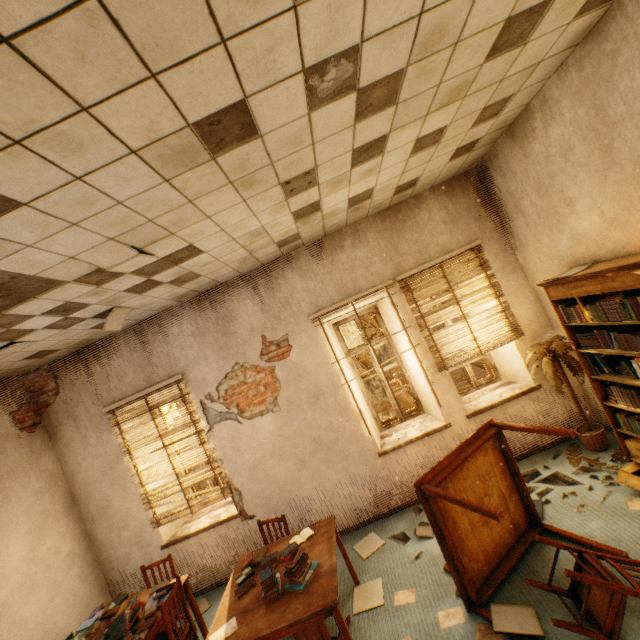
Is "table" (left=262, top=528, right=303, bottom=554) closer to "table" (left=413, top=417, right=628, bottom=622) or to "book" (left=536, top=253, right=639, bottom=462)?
"table" (left=413, top=417, right=628, bottom=622)

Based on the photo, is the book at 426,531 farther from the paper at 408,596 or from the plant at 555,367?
the plant at 555,367

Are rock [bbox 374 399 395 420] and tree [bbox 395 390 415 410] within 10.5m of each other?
no

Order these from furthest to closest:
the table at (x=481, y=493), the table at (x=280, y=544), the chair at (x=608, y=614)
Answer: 1. the table at (x=280, y=544)
2. the table at (x=481, y=493)
3. the chair at (x=608, y=614)

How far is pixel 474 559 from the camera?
2.9 meters

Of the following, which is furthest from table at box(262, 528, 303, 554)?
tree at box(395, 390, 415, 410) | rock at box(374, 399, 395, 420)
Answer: rock at box(374, 399, 395, 420)

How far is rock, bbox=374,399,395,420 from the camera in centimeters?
2703cm

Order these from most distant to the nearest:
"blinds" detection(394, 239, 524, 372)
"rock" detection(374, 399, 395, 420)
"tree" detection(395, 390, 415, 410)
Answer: "rock" detection(374, 399, 395, 420)
"tree" detection(395, 390, 415, 410)
"blinds" detection(394, 239, 524, 372)
